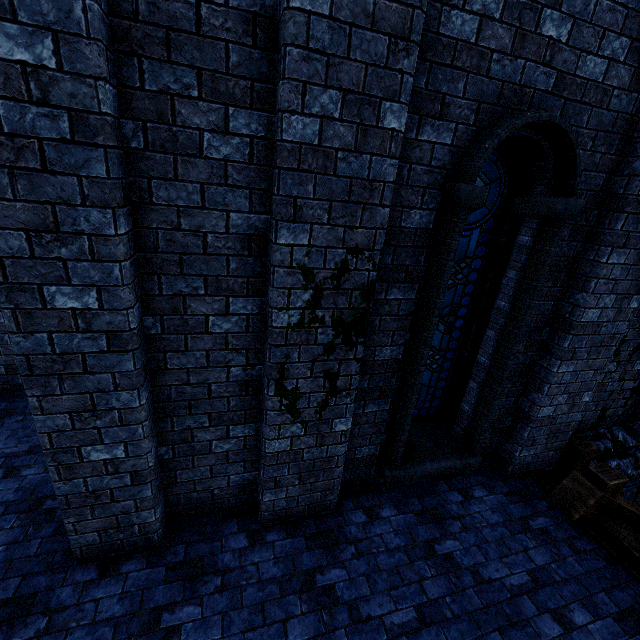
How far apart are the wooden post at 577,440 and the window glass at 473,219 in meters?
2.1 m

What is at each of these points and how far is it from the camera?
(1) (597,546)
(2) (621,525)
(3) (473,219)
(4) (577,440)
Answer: (1) wooden beam, 4.1m
(2) stairs, 4.2m
(3) window glass, 3.8m
(4) wooden post, 5.1m

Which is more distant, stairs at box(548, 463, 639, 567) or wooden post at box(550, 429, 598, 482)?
wooden post at box(550, 429, 598, 482)

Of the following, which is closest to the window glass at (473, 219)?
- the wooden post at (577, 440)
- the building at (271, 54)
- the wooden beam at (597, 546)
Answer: the building at (271, 54)

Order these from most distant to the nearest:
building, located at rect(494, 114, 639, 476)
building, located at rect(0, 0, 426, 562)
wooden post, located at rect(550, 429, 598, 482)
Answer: wooden post, located at rect(550, 429, 598, 482)
building, located at rect(494, 114, 639, 476)
building, located at rect(0, 0, 426, 562)

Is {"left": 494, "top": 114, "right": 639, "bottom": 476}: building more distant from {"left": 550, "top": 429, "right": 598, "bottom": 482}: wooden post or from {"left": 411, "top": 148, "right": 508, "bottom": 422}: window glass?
{"left": 411, "top": 148, "right": 508, "bottom": 422}: window glass

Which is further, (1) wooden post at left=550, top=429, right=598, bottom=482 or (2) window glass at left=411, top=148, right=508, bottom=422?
(1) wooden post at left=550, top=429, right=598, bottom=482

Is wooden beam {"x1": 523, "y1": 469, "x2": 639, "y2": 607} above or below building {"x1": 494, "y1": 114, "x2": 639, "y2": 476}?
below
